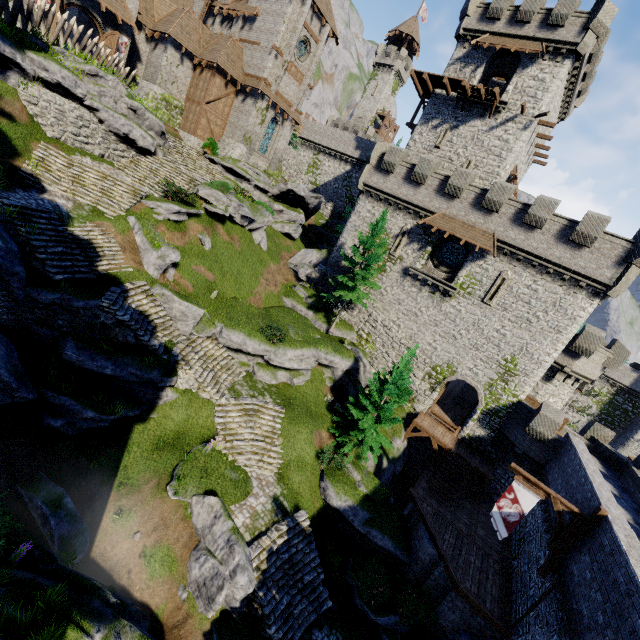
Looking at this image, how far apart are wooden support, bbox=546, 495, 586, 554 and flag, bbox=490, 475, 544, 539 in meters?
0.3

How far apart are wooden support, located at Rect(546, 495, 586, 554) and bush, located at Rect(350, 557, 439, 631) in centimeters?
625cm

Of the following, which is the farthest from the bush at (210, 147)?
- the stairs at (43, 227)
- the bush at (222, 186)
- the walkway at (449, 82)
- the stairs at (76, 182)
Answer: the walkway at (449, 82)

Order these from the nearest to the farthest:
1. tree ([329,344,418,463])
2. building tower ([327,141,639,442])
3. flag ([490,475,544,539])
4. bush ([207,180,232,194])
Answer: flag ([490,475,544,539]) → tree ([329,344,418,463]) → building tower ([327,141,639,442]) → bush ([207,180,232,194])

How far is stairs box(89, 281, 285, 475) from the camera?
15.3 meters

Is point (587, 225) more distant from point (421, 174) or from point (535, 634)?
point (535, 634)

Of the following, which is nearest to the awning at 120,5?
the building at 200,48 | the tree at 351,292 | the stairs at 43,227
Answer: the building at 200,48

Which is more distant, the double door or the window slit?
the window slit
